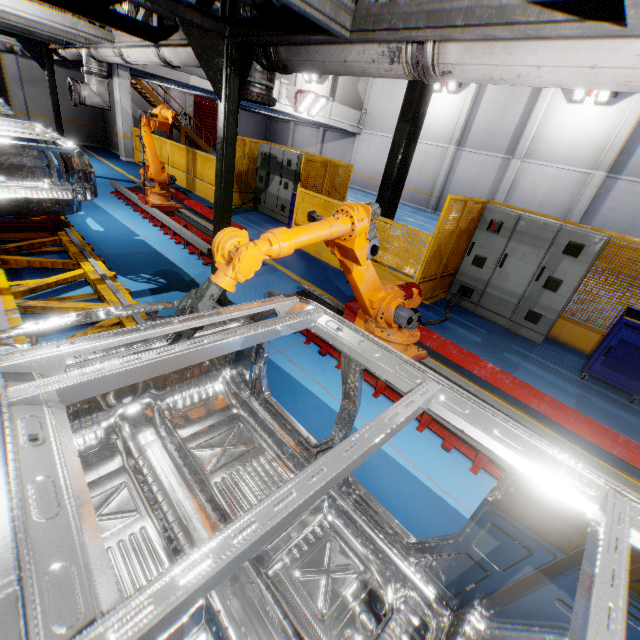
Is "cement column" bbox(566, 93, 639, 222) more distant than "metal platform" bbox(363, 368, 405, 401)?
Yes

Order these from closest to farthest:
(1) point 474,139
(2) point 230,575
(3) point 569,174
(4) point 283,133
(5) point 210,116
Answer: (2) point 230,575 < (3) point 569,174 < (1) point 474,139 < (5) point 210,116 < (4) point 283,133

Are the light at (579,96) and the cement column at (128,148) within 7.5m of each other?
no

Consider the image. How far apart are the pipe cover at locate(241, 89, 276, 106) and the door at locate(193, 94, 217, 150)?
28.4m

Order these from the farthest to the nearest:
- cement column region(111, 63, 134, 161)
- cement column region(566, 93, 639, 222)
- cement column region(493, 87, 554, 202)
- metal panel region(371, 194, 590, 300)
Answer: cement column region(493, 87, 554, 202) < cement column region(566, 93, 639, 222) < cement column region(111, 63, 134, 161) < metal panel region(371, 194, 590, 300)

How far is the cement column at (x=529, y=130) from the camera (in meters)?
16.78

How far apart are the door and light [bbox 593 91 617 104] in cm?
2634

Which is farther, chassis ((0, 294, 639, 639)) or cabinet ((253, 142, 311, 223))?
cabinet ((253, 142, 311, 223))
